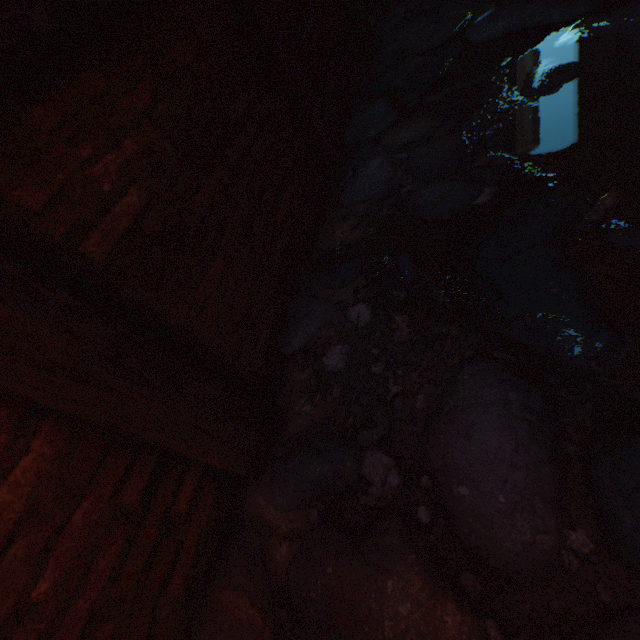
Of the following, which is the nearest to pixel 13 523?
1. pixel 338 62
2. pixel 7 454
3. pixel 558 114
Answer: pixel 7 454
